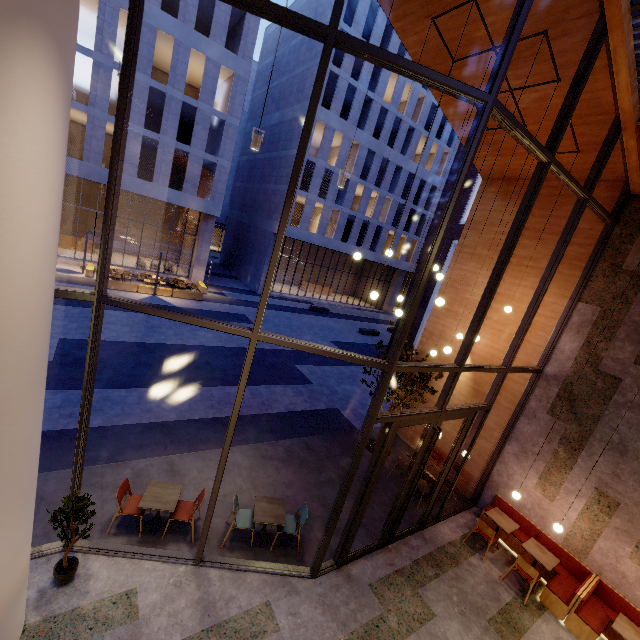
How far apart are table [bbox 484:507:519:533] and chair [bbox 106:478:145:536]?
8.18m

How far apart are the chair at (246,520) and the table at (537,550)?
6.45m

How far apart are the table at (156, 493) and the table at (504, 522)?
7.6 meters

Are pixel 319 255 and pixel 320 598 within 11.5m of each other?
no

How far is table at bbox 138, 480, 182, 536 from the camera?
5.9 meters

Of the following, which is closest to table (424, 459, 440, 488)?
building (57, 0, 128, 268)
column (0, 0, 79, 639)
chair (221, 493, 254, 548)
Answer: chair (221, 493, 254, 548)

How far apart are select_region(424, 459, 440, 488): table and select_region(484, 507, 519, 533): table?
1.1m

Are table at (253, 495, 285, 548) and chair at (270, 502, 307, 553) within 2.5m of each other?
yes
